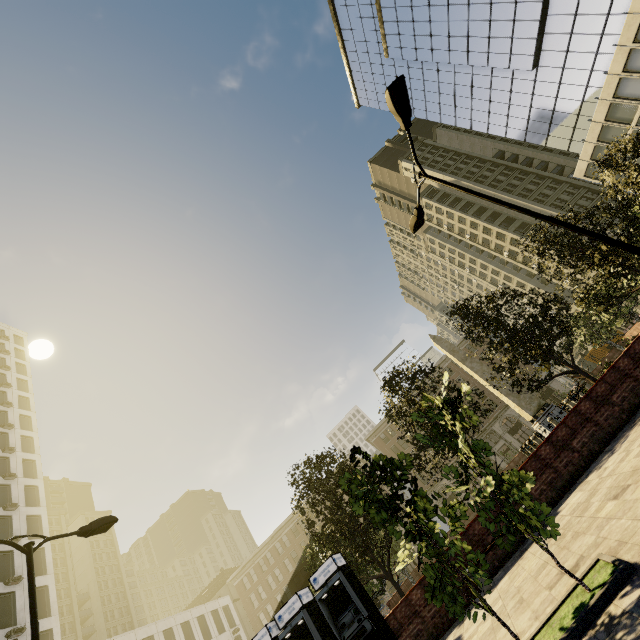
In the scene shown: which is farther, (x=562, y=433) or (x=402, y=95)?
(x=562, y=433)

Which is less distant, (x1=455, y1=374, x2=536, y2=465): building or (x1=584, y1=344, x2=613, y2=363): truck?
(x1=584, y1=344, x2=613, y2=363): truck

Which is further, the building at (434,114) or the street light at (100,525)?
the building at (434,114)

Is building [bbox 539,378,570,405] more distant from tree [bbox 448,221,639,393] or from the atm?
the atm

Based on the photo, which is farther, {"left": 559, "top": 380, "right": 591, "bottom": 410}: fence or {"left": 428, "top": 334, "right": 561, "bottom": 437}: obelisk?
{"left": 428, "top": 334, "right": 561, "bottom": 437}: obelisk

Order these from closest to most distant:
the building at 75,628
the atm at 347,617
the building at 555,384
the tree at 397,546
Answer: the tree at 397,546
the atm at 347,617
the building at 555,384
the building at 75,628

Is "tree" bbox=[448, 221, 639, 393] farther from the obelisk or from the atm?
the obelisk

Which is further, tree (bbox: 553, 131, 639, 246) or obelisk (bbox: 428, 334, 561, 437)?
obelisk (bbox: 428, 334, 561, 437)
